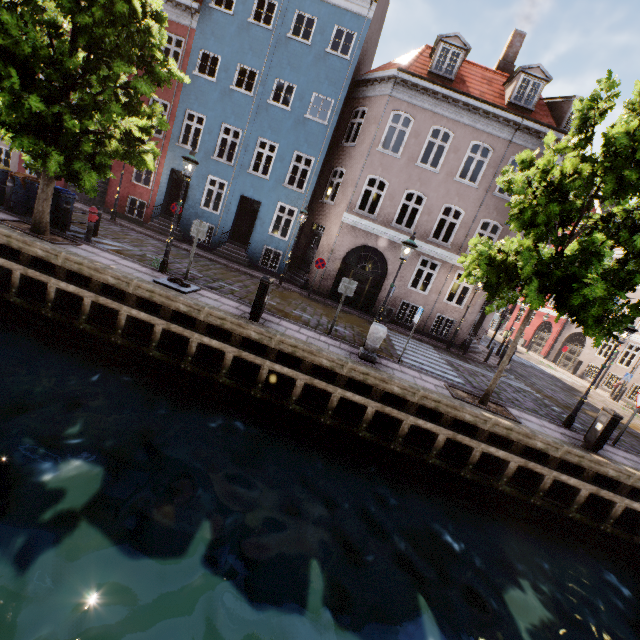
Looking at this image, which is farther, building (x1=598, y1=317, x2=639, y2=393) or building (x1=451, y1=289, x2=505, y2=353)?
building (x1=598, y1=317, x2=639, y2=393)

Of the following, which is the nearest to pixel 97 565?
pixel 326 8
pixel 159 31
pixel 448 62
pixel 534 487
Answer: pixel 534 487

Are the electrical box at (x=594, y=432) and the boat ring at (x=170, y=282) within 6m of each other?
no

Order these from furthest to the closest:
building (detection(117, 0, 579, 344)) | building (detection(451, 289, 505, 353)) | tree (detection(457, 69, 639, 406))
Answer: building (detection(451, 289, 505, 353)), building (detection(117, 0, 579, 344)), tree (detection(457, 69, 639, 406))

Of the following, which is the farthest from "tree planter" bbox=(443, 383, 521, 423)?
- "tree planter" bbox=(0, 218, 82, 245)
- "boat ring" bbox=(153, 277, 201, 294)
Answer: "tree planter" bbox=(0, 218, 82, 245)

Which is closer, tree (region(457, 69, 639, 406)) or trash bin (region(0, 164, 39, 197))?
tree (region(457, 69, 639, 406))

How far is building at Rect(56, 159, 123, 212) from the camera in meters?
17.5 m

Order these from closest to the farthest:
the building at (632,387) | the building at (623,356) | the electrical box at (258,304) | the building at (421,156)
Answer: the electrical box at (258,304) → the building at (421,156) → the building at (632,387) → the building at (623,356)
